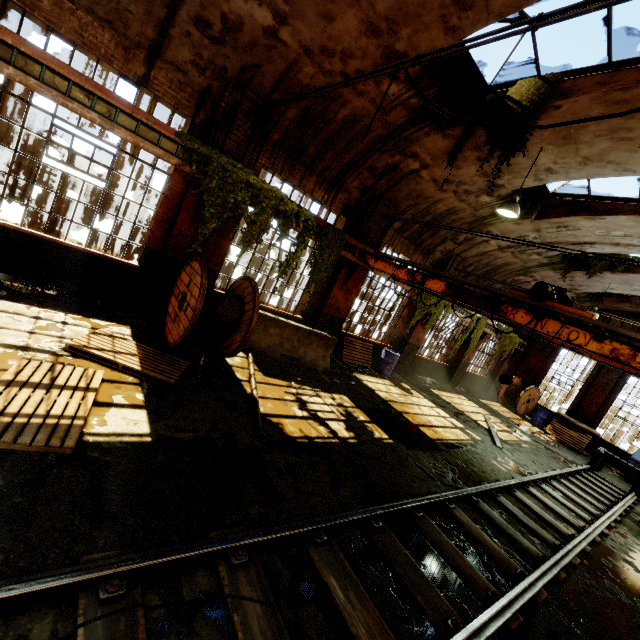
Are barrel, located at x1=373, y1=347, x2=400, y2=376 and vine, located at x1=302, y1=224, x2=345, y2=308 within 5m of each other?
yes

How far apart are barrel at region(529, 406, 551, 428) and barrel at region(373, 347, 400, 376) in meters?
10.3

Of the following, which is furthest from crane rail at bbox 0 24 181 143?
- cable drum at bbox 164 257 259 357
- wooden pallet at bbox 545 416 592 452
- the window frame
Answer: wooden pallet at bbox 545 416 592 452

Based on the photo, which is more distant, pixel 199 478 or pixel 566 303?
pixel 566 303

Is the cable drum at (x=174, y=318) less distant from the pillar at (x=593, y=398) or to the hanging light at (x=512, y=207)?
the pillar at (x=593, y=398)

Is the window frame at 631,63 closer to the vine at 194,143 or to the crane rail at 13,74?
the vine at 194,143

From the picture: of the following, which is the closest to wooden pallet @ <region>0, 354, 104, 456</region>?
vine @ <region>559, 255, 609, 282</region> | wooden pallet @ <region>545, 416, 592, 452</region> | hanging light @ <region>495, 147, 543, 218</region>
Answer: hanging light @ <region>495, 147, 543, 218</region>

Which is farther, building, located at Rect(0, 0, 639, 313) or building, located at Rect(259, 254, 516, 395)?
building, located at Rect(259, 254, 516, 395)
